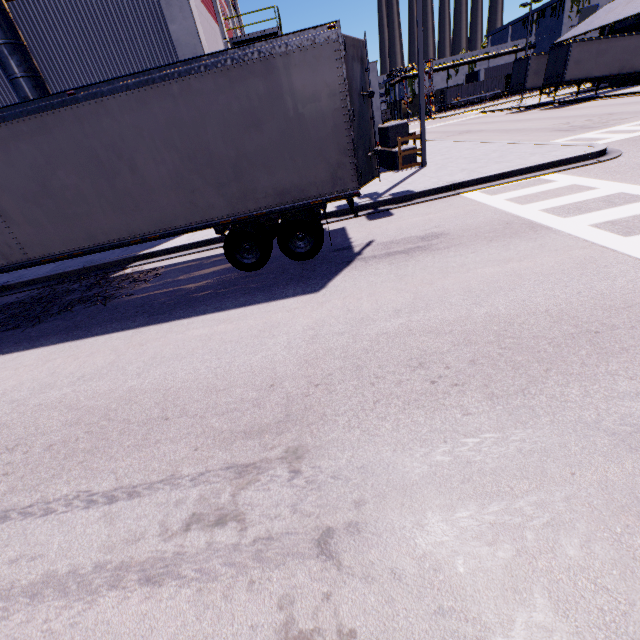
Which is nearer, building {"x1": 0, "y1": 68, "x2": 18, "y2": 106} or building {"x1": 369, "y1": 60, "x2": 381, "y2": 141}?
building {"x1": 0, "y1": 68, "x2": 18, "y2": 106}

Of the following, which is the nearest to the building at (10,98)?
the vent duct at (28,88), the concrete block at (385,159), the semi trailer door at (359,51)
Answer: the vent duct at (28,88)

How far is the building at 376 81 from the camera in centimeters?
1842cm

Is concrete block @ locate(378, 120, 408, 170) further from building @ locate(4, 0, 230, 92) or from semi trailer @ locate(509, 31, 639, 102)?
building @ locate(4, 0, 230, 92)

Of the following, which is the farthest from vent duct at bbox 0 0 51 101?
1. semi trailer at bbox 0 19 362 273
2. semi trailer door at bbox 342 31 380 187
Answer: semi trailer door at bbox 342 31 380 187

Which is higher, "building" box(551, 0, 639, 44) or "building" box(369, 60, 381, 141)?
"building" box(551, 0, 639, 44)

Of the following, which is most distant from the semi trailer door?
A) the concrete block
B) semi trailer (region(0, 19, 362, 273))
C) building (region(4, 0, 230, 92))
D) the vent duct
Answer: the concrete block

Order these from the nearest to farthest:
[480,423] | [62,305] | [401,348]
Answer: [480,423]
[401,348]
[62,305]
